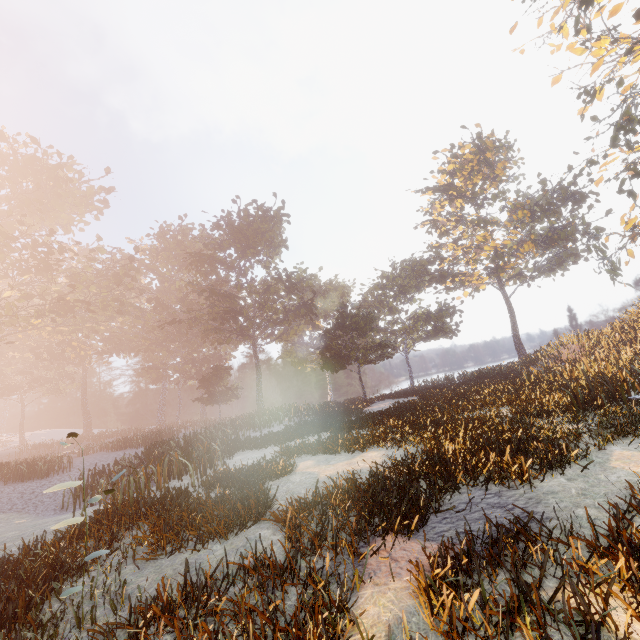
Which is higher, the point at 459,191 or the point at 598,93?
the point at 459,191
